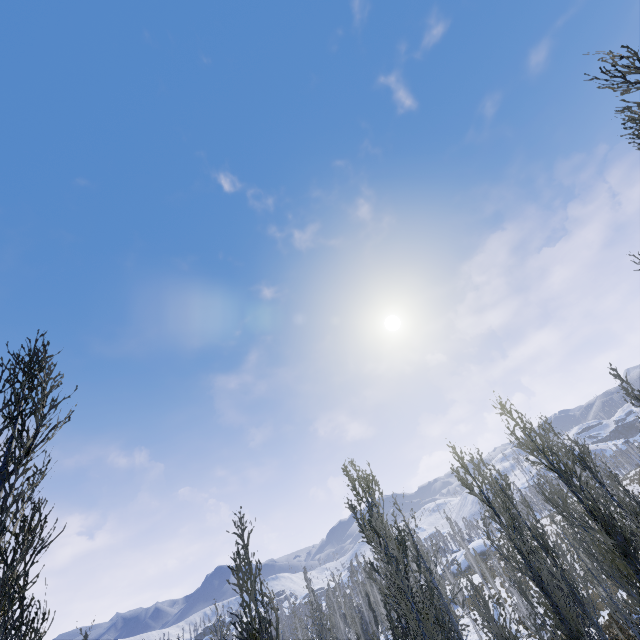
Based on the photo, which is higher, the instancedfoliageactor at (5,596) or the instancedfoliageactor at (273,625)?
the instancedfoliageactor at (5,596)

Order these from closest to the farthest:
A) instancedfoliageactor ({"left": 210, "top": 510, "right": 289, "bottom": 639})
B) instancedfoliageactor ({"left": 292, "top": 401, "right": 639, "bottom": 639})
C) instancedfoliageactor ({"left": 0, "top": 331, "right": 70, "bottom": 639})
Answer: instancedfoliageactor ({"left": 0, "top": 331, "right": 70, "bottom": 639})
instancedfoliageactor ({"left": 210, "top": 510, "right": 289, "bottom": 639})
instancedfoliageactor ({"left": 292, "top": 401, "right": 639, "bottom": 639})

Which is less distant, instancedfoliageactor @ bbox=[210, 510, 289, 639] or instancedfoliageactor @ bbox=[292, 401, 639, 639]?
instancedfoliageactor @ bbox=[210, 510, 289, 639]

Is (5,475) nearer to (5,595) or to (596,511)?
(5,595)

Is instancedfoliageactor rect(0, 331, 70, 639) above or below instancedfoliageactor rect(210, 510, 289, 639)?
above

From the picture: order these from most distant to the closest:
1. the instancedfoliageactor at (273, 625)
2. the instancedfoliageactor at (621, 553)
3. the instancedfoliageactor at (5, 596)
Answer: the instancedfoliageactor at (621, 553)
the instancedfoliageactor at (273, 625)
the instancedfoliageactor at (5, 596)
